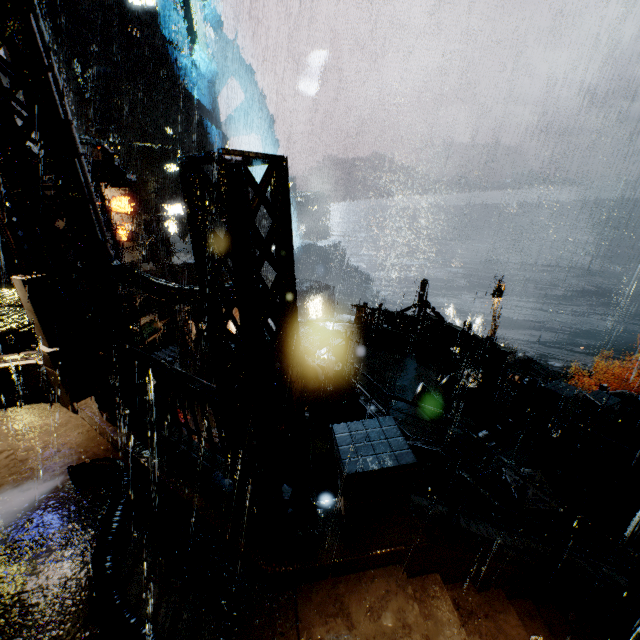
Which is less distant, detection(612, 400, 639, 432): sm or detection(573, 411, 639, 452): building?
detection(573, 411, 639, 452): building

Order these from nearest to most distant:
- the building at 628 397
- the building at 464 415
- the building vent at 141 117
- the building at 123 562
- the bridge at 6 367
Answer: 1. the building at 123 562
2. the bridge at 6 367
3. the building at 464 415
4. the building at 628 397
5. the building vent at 141 117

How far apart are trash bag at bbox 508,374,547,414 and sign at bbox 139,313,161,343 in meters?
16.0 m

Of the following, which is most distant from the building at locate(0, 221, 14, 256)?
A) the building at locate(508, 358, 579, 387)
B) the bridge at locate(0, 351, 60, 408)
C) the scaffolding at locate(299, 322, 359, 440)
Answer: the building at locate(508, 358, 579, 387)

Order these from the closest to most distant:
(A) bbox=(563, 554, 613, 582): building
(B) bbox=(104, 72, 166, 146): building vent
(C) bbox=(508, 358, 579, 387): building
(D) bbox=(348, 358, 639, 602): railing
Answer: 1. (D) bbox=(348, 358, 639, 602): railing
2. (A) bbox=(563, 554, 613, 582): building
3. (C) bbox=(508, 358, 579, 387): building
4. (B) bbox=(104, 72, 166, 146): building vent

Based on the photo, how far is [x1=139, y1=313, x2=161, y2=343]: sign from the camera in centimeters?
1571cm

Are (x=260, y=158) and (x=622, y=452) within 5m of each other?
no

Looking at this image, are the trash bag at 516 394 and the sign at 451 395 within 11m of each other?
yes
